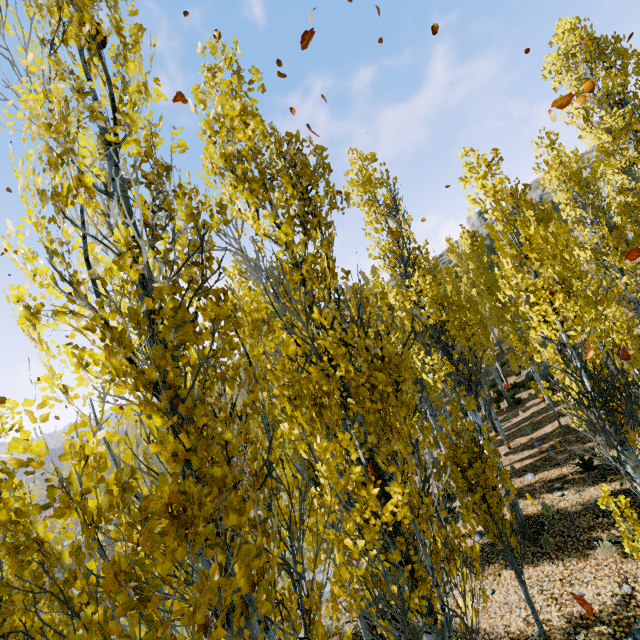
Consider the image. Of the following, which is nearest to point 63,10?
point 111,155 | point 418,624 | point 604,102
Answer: point 111,155

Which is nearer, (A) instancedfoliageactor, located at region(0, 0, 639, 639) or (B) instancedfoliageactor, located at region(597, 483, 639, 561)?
(A) instancedfoliageactor, located at region(0, 0, 639, 639)

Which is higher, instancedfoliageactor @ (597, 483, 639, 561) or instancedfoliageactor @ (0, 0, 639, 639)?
instancedfoliageactor @ (0, 0, 639, 639)

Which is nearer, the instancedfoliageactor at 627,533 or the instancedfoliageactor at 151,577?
the instancedfoliageactor at 151,577

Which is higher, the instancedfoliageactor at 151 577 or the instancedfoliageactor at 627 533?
the instancedfoliageactor at 151 577
